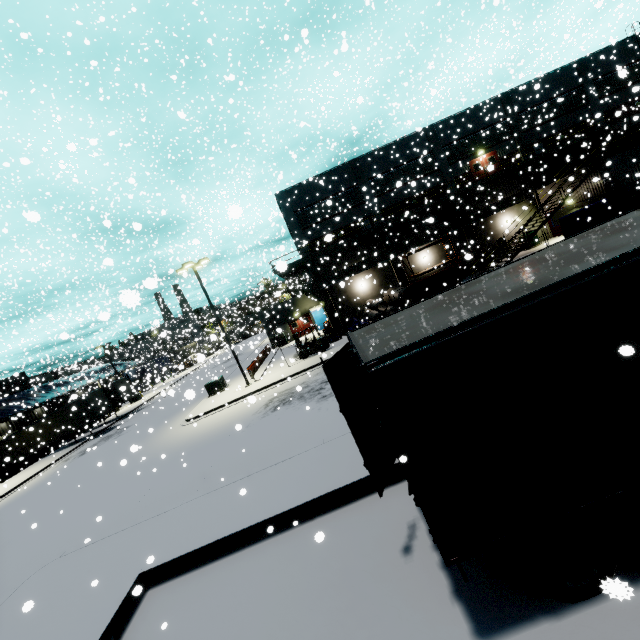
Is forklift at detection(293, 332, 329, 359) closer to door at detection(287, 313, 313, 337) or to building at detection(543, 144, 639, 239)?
building at detection(543, 144, 639, 239)

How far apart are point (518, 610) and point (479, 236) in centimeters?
3380cm

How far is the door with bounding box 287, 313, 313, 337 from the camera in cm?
4106

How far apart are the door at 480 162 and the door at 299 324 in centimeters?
1155cm

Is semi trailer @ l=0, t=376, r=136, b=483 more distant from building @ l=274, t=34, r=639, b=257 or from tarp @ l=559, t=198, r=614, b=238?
tarp @ l=559, t=198, r=614, b=238

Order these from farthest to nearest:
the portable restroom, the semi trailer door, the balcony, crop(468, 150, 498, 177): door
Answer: the portable restroom, crop(468, 150, 498, 177): door, the balcony, the semi trailer door

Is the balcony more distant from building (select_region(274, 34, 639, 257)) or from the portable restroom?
the portable restroom

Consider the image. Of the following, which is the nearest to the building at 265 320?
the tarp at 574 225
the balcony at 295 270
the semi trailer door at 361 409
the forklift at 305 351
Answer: the balcony at 295 270
